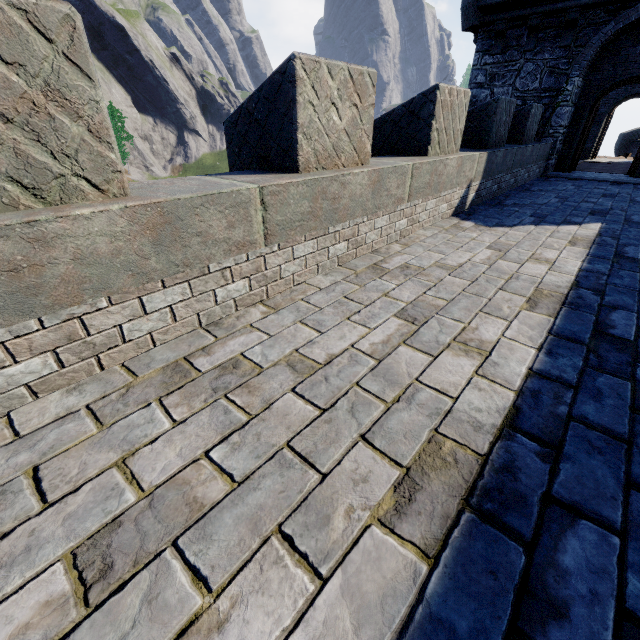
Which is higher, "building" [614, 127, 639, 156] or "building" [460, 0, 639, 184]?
"building" [460, 0, 639, 184]

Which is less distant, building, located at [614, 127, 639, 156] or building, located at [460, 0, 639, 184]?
building, located at [460, 0, 639, 184]

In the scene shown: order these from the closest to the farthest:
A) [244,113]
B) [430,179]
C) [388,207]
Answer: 1. [244,113]
2. [388,207]
3. [430,179]

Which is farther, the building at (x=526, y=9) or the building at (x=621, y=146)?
the building at (x=621, y=146)

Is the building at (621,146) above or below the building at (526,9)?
below
